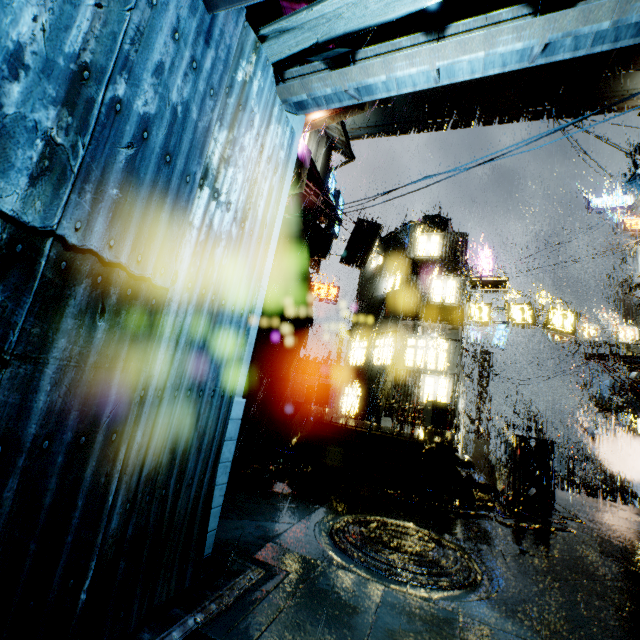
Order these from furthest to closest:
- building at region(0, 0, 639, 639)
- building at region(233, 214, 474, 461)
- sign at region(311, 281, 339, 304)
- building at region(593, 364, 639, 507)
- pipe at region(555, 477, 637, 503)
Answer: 1. sign at region(311, 281, 339, 304)
2. pipe at region(555, 477, 637, 503)
3. building at region(593, 364, 639, 507)
4. building at region(233, 214, 474, 461)
5. building at region(0, 0, 639, 639)

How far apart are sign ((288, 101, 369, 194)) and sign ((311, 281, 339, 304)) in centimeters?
1773cm

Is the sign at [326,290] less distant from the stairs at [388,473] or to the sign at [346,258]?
the sign at [346,258]

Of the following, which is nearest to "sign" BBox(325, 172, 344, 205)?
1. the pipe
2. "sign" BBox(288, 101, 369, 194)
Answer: "sign" BBox(288, 101, 369, 194)

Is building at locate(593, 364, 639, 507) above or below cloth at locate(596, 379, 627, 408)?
below

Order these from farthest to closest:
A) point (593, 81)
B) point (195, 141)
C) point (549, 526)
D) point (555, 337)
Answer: point (555, 337) → point (593, 81) → point (549, 526) → point (195, 141)

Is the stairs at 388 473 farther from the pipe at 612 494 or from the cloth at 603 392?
the pipe at 612 494

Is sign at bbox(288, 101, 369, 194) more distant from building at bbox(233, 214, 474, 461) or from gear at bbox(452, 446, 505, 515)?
gear at bbox(452, 446, 505, 515)
